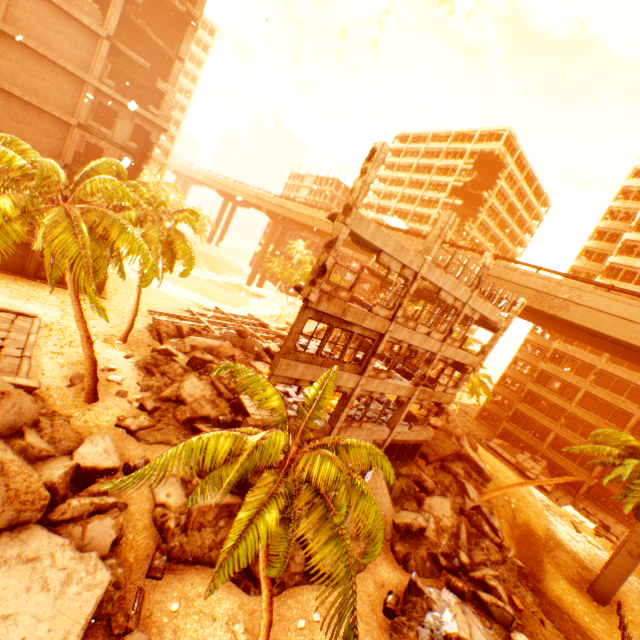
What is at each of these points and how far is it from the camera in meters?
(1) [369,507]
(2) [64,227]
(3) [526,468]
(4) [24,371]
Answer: (1) rubble, 8.1
(2) rubble, 12.3
(3) floor rubble, 36.6
(4) concrete curb, 15.2

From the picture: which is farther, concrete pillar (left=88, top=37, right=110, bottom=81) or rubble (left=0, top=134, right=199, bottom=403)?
concrete pillar (left=88, top=37, right=110, bottom=81)

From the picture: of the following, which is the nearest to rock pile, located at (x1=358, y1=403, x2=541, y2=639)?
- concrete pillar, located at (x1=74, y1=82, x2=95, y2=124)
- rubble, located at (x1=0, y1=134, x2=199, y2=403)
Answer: rubble, located at (x1=0, y1=134, x2=199, y2=403)

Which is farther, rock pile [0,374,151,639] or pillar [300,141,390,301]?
pillar [300,141,390,301]

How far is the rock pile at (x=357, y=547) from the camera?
14.0m

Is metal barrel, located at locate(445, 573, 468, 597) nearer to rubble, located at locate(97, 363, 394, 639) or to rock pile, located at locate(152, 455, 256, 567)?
rock pile, located at locate(152, 455, 256, 567)

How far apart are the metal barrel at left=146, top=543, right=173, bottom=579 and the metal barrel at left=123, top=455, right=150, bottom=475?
2.3m

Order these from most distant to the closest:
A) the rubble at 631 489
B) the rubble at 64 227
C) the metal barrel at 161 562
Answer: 1. the rubble at 631 489
2. the rubble at 64 227
3. the metal barrel at 161 562
